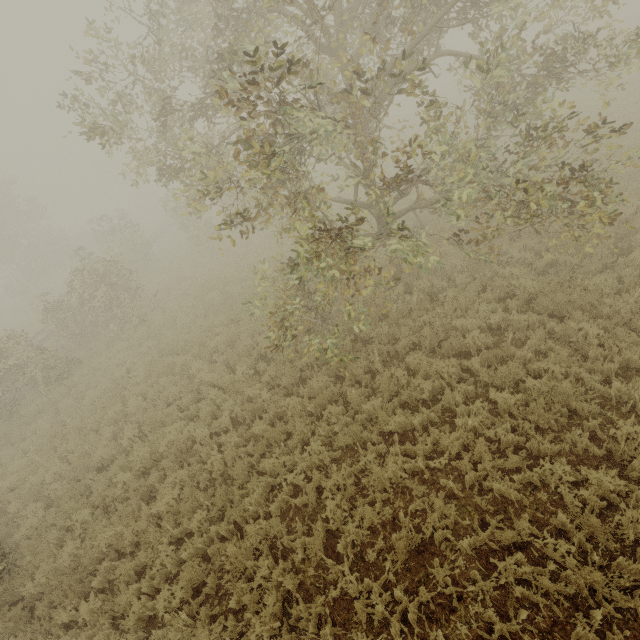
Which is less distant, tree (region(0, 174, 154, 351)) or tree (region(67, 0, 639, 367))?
tree (region(67, 0, 639, 367))

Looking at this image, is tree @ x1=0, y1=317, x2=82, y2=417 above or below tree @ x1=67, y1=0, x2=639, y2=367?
below

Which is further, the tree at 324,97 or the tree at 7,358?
the tree at 7,358

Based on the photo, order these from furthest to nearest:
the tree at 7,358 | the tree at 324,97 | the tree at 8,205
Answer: the tree at 8,205 → the tree at 7,358 → the tree at 324,97

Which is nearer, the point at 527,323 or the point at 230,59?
the point at 230,59

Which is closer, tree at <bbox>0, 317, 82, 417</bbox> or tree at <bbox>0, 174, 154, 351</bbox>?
tree at <bbox>0, 317, 82, 417</bbox>

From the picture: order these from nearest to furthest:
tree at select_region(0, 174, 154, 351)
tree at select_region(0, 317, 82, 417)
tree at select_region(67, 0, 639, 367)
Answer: tree at select_region(67, 0, 639, 367) < tree at select_region(0, 317, 82, 417) < tree at select_region(0, 174, 154, 351)
